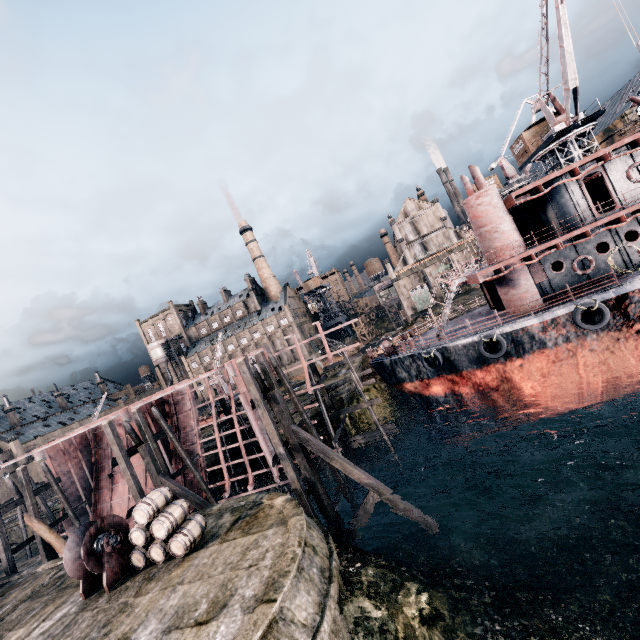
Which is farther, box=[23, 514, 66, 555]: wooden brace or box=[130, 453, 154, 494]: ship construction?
box=[130, 453, 154, 494]: ship construction

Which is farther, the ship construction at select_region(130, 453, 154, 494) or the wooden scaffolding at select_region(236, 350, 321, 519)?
the ship construction at select_region(130, 453, 154, 494)

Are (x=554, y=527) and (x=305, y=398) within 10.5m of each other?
no

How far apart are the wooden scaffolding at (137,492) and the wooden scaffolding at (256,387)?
8.3m

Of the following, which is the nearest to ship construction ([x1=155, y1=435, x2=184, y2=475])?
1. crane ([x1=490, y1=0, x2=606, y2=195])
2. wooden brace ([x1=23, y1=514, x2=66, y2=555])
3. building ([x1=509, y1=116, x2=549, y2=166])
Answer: wooden brace ([x1=23, y1=514, x2=66, y2=555])

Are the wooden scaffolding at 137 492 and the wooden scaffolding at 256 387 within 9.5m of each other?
yes

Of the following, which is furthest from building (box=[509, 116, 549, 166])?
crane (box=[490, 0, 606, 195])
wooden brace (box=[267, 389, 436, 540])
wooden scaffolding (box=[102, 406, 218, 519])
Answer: wooden scaffolding (box=[102, 406, 218, 519])

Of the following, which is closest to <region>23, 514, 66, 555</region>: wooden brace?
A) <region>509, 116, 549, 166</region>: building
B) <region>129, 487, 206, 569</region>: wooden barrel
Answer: <region>129, 487, 206, 569</region>: wooden barrel
